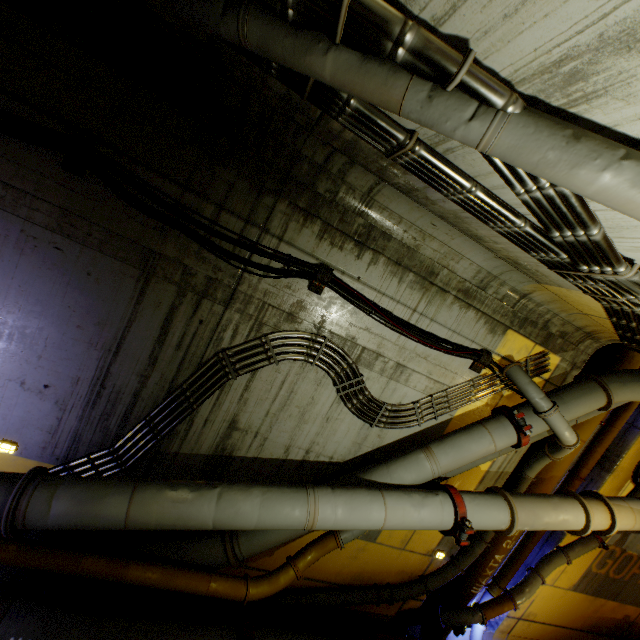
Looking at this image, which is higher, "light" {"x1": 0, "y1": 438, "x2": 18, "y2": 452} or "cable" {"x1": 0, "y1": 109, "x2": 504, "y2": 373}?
"cable" {"x1": 0, "y1": 109, "x2": 504, "y2": 373}

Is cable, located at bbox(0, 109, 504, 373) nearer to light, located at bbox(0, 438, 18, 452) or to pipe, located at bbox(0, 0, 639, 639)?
pipe, located at bbox(0, 0, 639, 639)

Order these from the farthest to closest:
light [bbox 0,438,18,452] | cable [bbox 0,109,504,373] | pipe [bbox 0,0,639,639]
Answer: light [bbox 0,438,18,452]
cable [bbox 0,109,504,373]
pipe [bbox 0,0,639,639]

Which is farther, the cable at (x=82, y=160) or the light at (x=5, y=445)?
the light at (x=5, y=445)

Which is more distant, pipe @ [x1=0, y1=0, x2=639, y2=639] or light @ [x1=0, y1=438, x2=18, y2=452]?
light @ [x1=0, y1=438, x2=18, y2=452]

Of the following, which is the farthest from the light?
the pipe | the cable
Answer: the cable

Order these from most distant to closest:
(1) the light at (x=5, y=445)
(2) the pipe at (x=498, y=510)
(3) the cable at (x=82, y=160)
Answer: (1) the light at (x=5, y=445)
(3) the cable at (x=82, y=160)
(2) the pipe at (x=498, y=510)

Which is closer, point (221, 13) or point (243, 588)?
point (221, 13)
